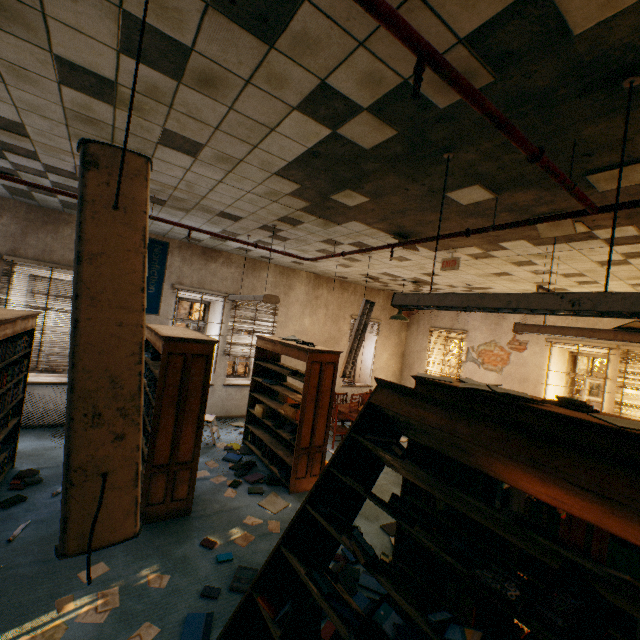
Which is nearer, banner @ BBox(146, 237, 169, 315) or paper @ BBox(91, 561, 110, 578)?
paper @ BBox(91, 561, 110, 578)

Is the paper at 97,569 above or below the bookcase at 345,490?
below

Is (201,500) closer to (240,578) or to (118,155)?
(240,578)

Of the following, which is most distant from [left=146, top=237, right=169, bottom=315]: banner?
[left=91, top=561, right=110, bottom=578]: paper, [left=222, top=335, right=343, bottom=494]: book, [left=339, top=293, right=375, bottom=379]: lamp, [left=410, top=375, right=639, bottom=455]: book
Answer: [left=410, top=375, right=639, bottom=455]: book

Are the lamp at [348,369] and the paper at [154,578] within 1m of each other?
no

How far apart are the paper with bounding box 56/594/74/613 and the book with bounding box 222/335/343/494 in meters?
1.9 m

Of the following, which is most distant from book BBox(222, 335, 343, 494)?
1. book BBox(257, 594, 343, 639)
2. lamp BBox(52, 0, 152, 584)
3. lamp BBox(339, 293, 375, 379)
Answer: lamp BBox(52, 0, 152, 584)

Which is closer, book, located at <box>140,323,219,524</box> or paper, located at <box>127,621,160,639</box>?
paper, located at <box>127,621,160,639</box>
